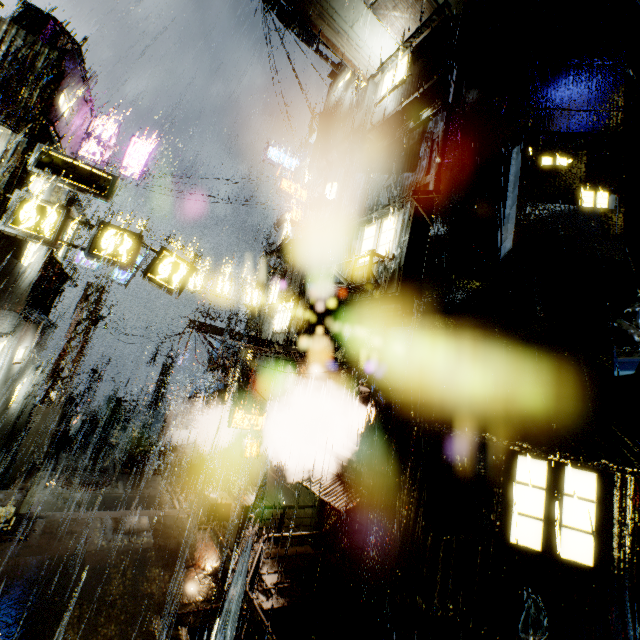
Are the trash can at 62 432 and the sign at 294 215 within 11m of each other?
no

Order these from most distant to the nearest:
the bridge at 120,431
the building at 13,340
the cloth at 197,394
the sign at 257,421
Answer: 1. the cloth at 197,394
2. the bridge at 120,431
3. the sign at 257,421
4. the building at 13,340

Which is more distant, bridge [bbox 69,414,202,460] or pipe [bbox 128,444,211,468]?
bridge [bbox 69,414,202,460]

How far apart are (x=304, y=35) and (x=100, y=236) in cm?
1625

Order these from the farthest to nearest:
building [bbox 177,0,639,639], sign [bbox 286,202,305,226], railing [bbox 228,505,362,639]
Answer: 1. sign [bbox 286,202,305,226]
2. building [bbox 177,0,639,639]
3. railing [bbox 228,505,362,639]

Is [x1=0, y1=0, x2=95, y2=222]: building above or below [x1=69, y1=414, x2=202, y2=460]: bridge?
above

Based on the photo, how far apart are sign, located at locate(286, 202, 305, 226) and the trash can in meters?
18.5

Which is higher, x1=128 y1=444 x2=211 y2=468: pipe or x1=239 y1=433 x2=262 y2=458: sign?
x1=239 y1=433 x2=262 y2=458: sign
